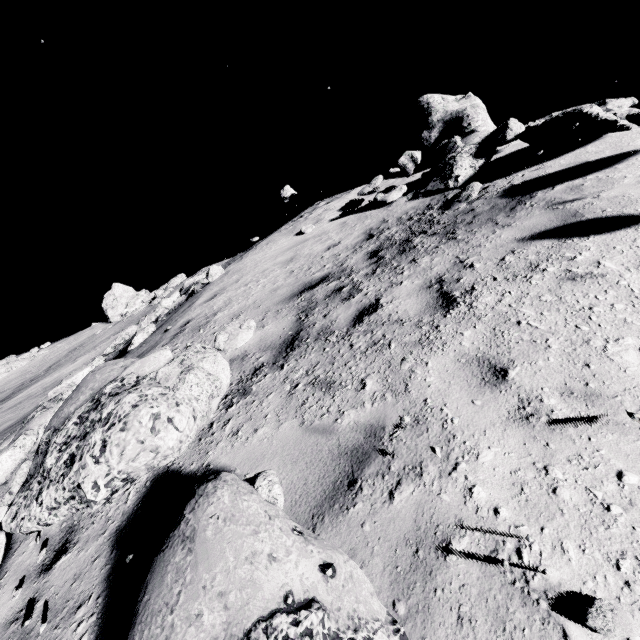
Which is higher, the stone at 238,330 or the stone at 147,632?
the stone at 238,330

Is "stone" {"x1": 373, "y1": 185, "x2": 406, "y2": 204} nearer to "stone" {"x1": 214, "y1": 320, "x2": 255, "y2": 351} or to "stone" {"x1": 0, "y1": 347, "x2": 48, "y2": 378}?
"stone" {"x1": 214, "y1": 320, "x2": 255, "y2": 351}

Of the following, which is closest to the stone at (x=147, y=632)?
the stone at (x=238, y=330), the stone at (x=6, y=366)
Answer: the stone at (x=238, y=330)

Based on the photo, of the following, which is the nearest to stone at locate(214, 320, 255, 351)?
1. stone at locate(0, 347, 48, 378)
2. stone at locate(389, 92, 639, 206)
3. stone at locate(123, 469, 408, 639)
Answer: stone at locate(123, 469, 408, 639)

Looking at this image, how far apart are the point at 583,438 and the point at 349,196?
13.29m

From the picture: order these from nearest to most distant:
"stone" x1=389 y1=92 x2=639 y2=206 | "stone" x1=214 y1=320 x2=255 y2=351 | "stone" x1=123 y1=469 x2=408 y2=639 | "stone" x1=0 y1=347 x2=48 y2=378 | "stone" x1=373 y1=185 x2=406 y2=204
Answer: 1. "stone" x1=123 y1=469 x2=408 y2=639
2. "stone" x1=214 y1=320 x2=255 y2=351
3. "stone" x1=389 y1=92 x2=639 y2=206
4. "stone" x1=373 y1=185 x2=406 y2=204
5. "stone" x1=0 y1=347 x2=48 y2=378

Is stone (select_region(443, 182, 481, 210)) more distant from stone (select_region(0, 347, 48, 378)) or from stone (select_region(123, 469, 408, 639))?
stone (select_region(0, 347, 48, 378))

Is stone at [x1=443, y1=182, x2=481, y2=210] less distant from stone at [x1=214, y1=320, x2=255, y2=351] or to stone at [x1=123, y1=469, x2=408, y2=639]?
stone at [x1=214, y1=320, x2=255, y2=351]
